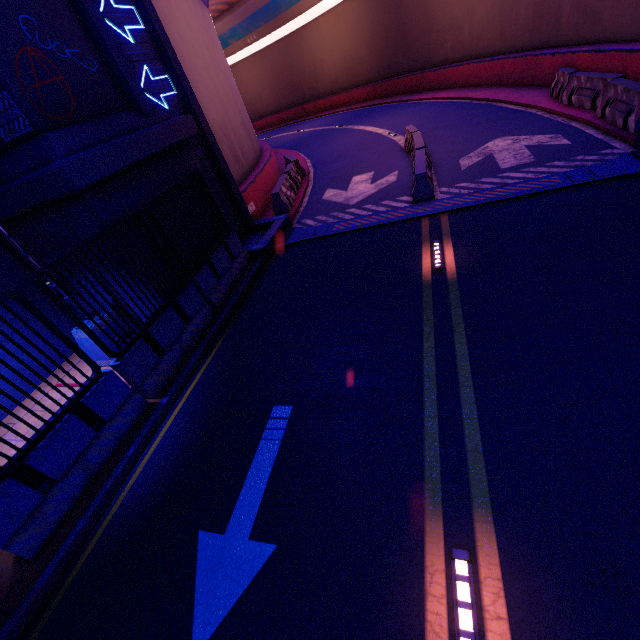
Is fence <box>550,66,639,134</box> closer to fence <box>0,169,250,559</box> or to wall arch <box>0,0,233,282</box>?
wall arch <box>0,0,233,282</box>

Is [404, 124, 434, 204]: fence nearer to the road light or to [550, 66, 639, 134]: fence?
[550, 66, 639, 134]: fence

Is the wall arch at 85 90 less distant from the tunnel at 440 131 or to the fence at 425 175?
the tunnel at 440 131

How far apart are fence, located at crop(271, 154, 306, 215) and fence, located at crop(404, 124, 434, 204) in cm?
459

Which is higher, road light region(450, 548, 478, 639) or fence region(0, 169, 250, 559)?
fence region(0, 169, 250, 559)

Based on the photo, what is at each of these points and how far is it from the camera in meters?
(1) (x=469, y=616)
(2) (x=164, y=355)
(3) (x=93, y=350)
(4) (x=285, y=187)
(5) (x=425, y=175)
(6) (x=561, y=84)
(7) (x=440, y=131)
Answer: (1) road light, 2.7
(2) fence, 6.5
(3) street light, 7.5
(4) fence, 13.0
(5) fence, 9.1
(6) fence, 12.3
(7) tunnel, 15.0

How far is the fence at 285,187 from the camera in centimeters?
1216cm

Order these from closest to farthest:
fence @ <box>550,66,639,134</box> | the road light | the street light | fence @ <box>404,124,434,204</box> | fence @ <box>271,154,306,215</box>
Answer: the road light
the street light
fence @ <box>550,66,639,134</box>
fence @ <box>404,124,434,204</box>
fence @ <box>271,154,306,215</box>
